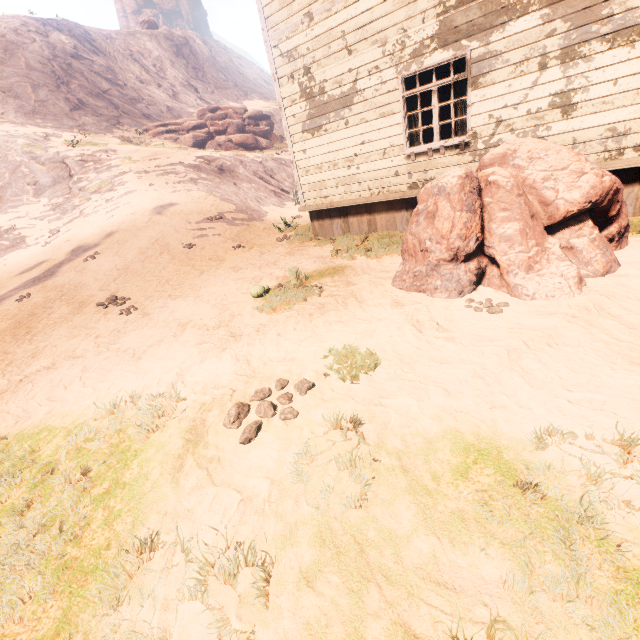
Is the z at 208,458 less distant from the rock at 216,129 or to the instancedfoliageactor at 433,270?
the instancedfoliageactor at 433,270

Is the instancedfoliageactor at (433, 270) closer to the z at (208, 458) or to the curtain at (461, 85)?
the z at (208, 458)

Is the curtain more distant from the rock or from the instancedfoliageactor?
the rock

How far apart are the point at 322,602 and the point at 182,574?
0.91m

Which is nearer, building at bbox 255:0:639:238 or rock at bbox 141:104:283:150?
building at bbox 255:0:639:238

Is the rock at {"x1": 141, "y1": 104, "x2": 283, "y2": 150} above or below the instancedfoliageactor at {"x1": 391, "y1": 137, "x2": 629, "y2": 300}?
above

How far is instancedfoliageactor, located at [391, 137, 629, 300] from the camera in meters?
4.2 m

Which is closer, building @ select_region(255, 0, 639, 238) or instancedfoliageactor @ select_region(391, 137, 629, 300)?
instancedfoliageactor @ select_region(391, 137, 629, 300)
